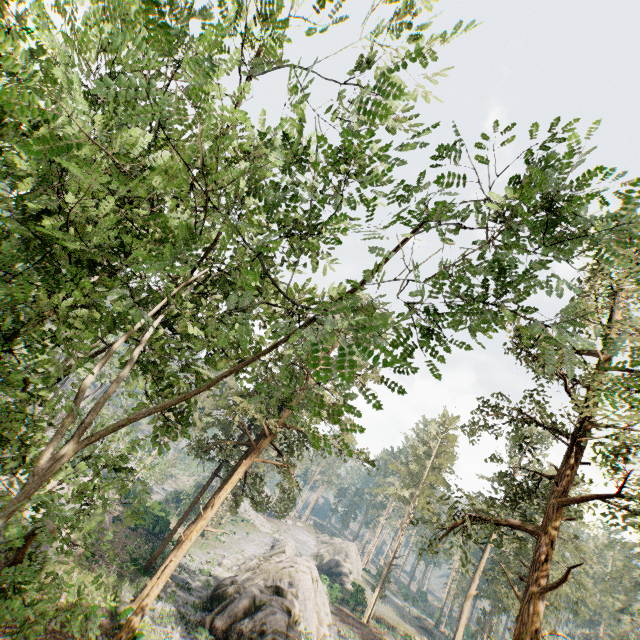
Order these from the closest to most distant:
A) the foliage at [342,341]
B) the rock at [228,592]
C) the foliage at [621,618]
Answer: the foliage at [342,341]
the rock at [228,592]
the foliage at [621,618]

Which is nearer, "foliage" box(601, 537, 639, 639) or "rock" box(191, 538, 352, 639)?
"rock" box(191, 538, 352, 639)

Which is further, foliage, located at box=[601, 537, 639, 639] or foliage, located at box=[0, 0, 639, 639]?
foliage, located at box=[601, 537, 639, 639]

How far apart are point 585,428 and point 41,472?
18.16m

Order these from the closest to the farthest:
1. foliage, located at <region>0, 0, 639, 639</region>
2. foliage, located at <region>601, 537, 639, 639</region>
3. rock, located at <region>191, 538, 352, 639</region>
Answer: foliage, located at <region>0, 0, 639, 639</region>
rock, located at <region>191, 538, 352, 639</region>
foliage, located at <region>601, 537, 639, 639</region>

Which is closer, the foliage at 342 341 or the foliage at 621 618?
the foliage at 342 341

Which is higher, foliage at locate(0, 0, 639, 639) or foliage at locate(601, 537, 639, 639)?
foliage at locate(601, 537, 639, 639)
